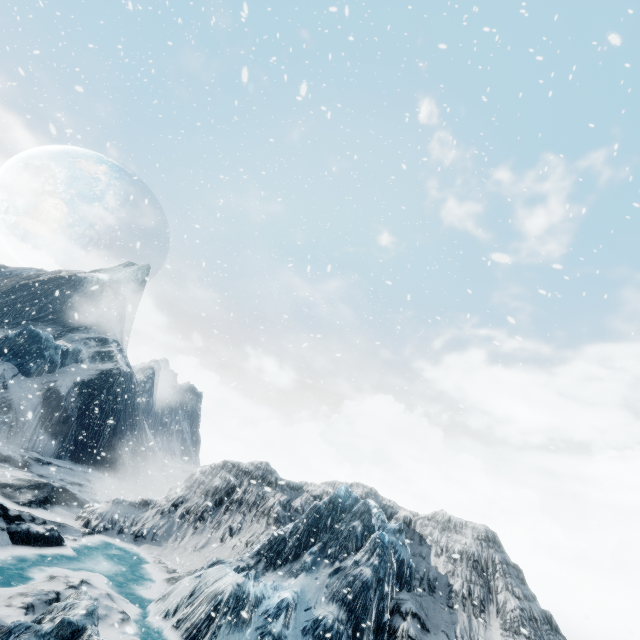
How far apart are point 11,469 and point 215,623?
17.01m
